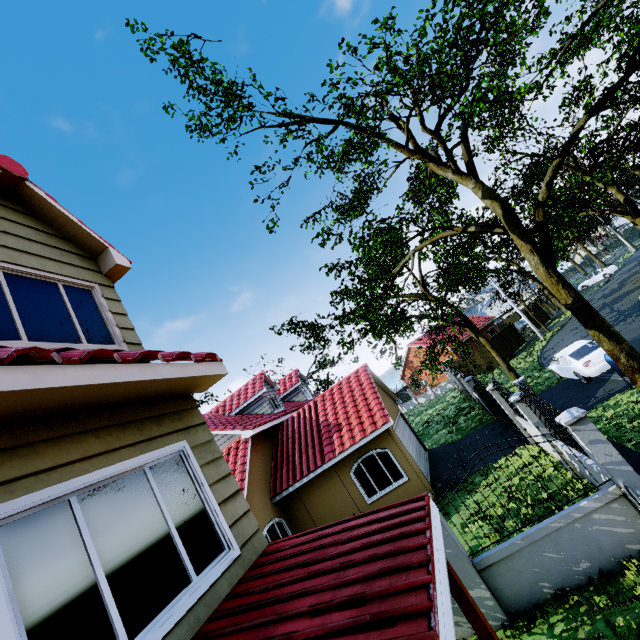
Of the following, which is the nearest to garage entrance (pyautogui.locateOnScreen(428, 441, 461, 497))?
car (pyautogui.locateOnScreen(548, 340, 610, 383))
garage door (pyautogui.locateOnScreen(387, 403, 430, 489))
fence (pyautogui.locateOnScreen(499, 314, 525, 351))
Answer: garage door (pyautogui.locateOnScreen(387, 403, 430, 489))

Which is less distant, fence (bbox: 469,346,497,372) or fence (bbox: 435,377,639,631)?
fence (bbox: 435,377,639,631)

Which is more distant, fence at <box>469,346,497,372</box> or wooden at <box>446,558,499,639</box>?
fence at <box>469,346,497,372</box>

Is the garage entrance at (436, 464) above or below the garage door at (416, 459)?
below

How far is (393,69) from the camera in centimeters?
868cm

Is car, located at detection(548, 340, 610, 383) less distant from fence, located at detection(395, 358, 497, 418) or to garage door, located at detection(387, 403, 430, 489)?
fence, located at detection(395, 358, 497, 418)

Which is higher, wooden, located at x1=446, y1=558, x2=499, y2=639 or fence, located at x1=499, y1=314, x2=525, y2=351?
wooden, located at x1=446, y1=558, x2=499, y2=639

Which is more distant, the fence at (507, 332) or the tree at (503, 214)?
the fence at (507, 332)
